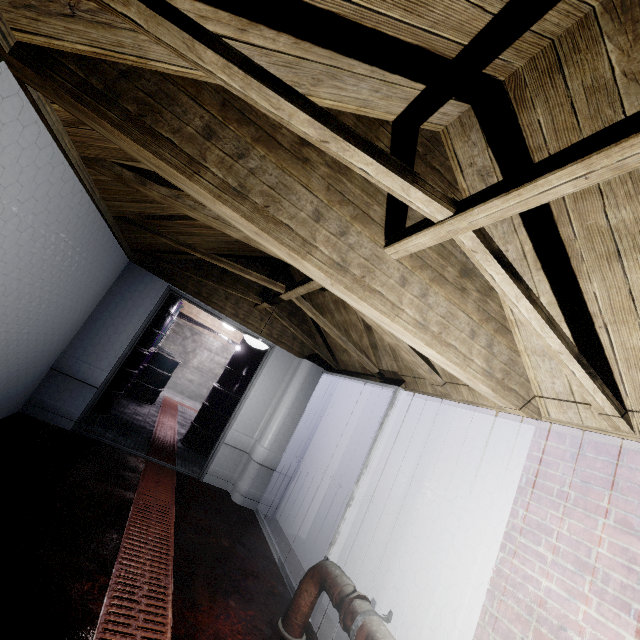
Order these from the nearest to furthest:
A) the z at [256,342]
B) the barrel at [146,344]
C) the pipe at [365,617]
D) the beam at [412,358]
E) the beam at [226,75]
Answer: the beam at [226,75] < the pipe at [365,617] < the beam at [412,358] < the z at [256,342] < the barrel at [146,344]

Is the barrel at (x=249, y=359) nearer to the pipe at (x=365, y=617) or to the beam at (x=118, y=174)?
the beam at (x=118, y=174)

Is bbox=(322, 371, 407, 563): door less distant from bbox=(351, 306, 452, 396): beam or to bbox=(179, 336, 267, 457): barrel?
bbox=(351, 306, 452, 396): beam

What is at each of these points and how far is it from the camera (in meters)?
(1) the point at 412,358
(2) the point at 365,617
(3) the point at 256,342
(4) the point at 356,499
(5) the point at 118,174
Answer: (1) beam, 2.62
(2) pipe, 1.80
(3) z, 3.42
(4) door, 2.73
(5) beam, 1.85

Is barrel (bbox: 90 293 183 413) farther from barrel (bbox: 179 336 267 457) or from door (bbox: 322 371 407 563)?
door (bbox: 322 371 407 563)

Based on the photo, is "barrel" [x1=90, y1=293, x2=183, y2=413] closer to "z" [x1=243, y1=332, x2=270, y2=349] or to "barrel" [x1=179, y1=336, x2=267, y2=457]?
"barrel" [x1=179, y1=336, x2=267, y2=457]

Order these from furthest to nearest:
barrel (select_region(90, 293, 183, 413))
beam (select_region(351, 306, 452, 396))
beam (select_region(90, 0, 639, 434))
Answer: barrel (select_region(90, 293, 183, 413)) → beam (select_region(351, 306, 452, 396)) → beam (select_region(90, 0, 639, 434))

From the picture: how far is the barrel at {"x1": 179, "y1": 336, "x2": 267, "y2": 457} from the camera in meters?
5.2 m
